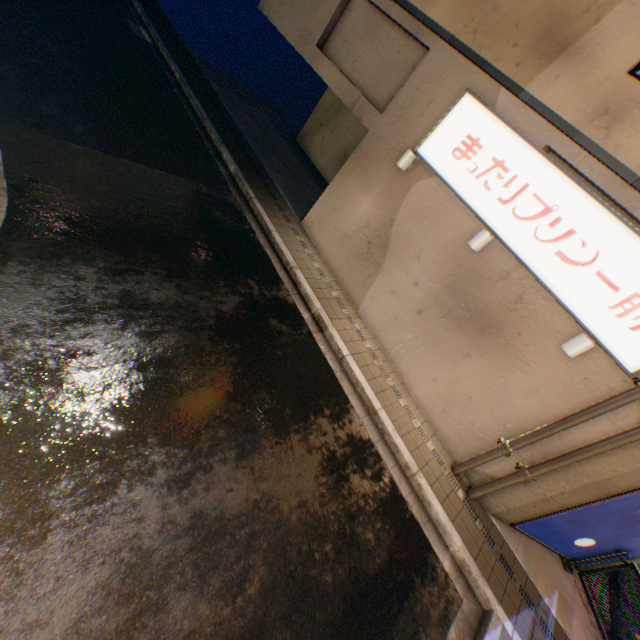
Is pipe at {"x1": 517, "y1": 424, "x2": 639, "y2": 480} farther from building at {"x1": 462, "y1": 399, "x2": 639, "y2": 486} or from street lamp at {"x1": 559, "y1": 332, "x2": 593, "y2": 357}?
street lamp at {"x1": 559, "y1": 332, "x2": 593, "y2": 357}

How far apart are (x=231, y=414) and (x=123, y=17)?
16.90m

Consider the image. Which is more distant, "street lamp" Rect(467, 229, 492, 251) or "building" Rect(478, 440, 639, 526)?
"street lamp" Rect(467, 229, 492, 251)

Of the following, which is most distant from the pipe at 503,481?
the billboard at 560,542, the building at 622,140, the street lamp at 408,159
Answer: the street lamp at 408,159

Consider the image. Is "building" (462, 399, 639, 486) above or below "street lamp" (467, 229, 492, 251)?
below

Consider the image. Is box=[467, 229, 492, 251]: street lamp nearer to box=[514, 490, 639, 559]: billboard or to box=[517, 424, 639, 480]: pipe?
box=[517, 424, 639, 480]: pipe

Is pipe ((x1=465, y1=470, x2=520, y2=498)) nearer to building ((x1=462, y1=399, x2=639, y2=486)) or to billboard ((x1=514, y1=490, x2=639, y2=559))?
building ((x1=462, y1=399, x2=639, y2=486))

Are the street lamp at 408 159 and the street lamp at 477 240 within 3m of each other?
yes
